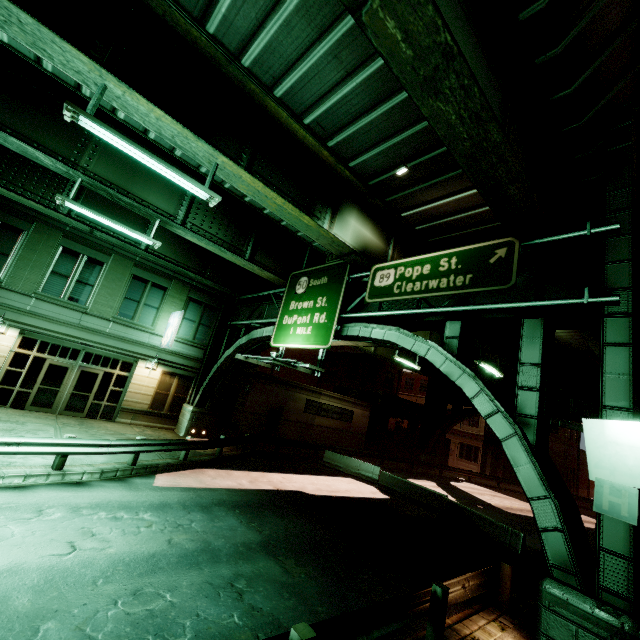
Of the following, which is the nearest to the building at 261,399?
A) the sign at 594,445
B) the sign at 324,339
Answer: the sign at 324,339

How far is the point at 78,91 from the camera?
10.7 meters

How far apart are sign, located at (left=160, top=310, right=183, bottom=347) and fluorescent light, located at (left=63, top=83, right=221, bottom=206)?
11.63m

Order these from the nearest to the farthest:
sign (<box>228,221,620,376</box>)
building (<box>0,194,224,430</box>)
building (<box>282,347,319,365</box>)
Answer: sign (<box>228,221,620,376</box>) → building (<box>0,194,224,430</box>) → building (<box>282,347,319,365</box>)

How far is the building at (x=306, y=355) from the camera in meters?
37.2 m

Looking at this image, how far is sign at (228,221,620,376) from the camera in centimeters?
734cm

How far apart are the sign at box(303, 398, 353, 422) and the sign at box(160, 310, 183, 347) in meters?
12.3 m

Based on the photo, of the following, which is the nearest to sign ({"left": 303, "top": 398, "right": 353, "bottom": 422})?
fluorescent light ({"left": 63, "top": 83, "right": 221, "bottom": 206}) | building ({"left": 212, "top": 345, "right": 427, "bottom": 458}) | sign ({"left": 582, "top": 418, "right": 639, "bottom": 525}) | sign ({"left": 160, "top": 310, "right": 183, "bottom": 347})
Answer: building ({"left": 212, "top": 345, "right": 427, "bottom": 458})
